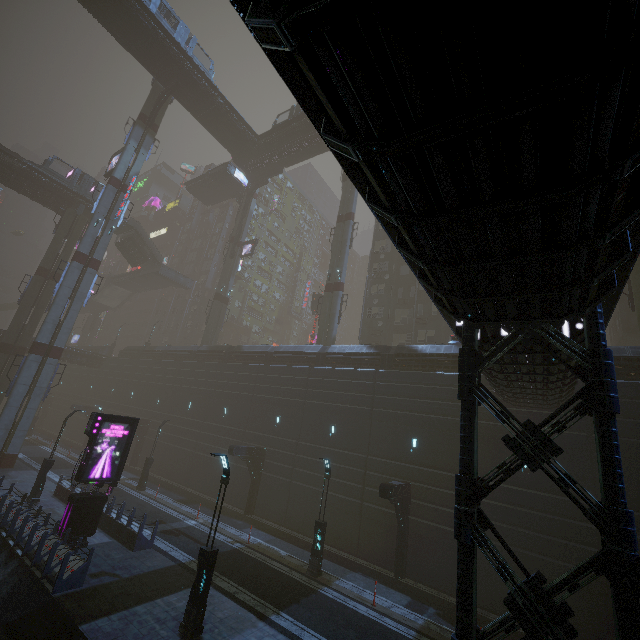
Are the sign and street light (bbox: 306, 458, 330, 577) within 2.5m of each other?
no

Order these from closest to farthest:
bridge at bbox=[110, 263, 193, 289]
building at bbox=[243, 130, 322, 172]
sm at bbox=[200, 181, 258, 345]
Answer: building at bbox=[243, 130, 322, 172], sm at bbox=[200, 181, 258, 345], bridge at bbox=[110, 263, 193, 289]

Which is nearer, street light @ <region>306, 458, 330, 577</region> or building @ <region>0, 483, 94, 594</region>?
building @ <region>0, 483, 94, 594</region>

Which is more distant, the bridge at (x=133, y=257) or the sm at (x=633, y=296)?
the bridge at (x=133, y=257)

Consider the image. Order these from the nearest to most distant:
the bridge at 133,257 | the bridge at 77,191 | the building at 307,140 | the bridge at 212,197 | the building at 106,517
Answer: the building at 106,517
the bridge at 77,191
the building at 307,140
the bridge at 133,257
the bridge at 212,197

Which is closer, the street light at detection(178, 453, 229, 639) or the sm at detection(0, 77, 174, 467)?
the street light at detection(178, 453, 229, 639)

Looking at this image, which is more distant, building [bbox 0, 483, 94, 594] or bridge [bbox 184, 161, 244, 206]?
bridge [bbox 184, 161, 244, 206]

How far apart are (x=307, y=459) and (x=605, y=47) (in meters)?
25.26
